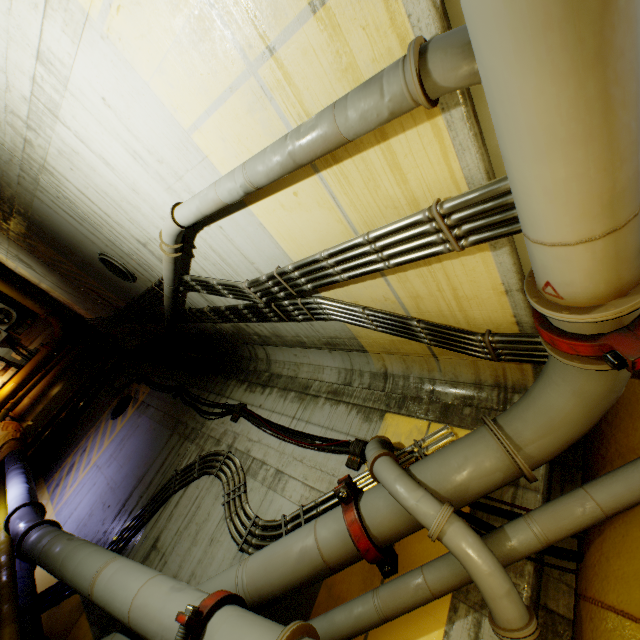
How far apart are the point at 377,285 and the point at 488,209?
1.51m

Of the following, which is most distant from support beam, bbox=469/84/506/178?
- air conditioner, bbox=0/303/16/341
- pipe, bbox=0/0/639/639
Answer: air conditioner, bbox=0/303/16/341

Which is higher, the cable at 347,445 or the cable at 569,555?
the cable at 347,445

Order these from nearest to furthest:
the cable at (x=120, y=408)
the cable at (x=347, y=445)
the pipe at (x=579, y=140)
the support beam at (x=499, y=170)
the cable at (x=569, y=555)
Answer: the pipe at (x=579, y=140)
the support beam at (x=499, y=170)
the cable at (x=569, y=555)
the cable at (x=347, y=445)
the cable at (x=120, y=408)

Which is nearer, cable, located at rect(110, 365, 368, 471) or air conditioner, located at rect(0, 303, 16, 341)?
cable, located at rect(110, 365, 368, 471)

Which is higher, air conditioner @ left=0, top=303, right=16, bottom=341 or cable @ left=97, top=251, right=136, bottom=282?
cable @ left=97, top=251, right=136, bottom=282

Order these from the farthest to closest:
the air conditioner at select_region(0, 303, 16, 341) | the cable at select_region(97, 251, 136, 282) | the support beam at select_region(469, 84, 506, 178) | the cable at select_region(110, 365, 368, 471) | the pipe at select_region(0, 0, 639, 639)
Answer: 1. the air conditioner at select_region(0, 303, 16, 341)
2. the cable at select_region(97, 251, 136, 282)
3. the cable at select_region(110, 365, 368, 471)
4. the support beam at select_region(469, 84, 506, 178)
5. the pipe at select_region(0, 0, 639, 639)

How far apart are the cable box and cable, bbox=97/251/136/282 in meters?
10.0
